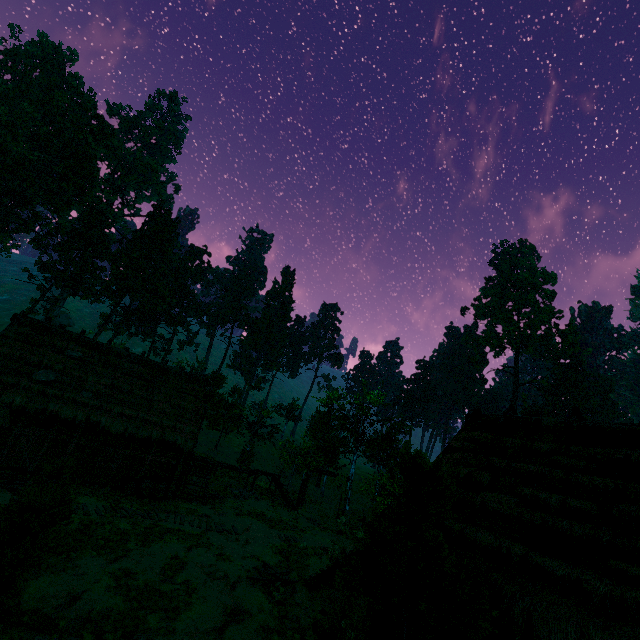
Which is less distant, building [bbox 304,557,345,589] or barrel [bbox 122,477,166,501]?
building [bbox 304,557,345,589]

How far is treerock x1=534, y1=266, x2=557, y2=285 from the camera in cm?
5853

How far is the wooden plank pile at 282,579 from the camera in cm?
1175

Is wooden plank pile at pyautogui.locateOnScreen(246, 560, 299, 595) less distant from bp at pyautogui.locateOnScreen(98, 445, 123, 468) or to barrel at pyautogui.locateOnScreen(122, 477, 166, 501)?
barrel at pyautogui.locateOnScreen(122, 477, 166, 501)

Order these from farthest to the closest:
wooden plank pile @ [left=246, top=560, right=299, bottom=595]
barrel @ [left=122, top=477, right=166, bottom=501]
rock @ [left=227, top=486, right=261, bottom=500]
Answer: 1. rock @ [left=227, top=486, right=261, bottom=500]
2. barrel @ [left=122, top=477, right=166, bottom=501]
3. wooden plank pile @ [left=246, top=560, right=299, bottom=595]

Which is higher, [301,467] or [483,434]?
[483,434]

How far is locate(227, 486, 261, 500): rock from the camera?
23.0m

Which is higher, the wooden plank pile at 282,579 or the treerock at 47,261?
the treerock at 47,261
